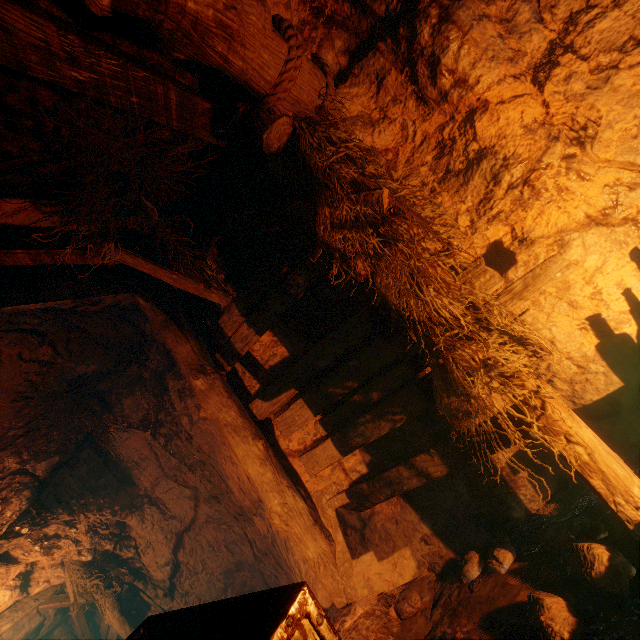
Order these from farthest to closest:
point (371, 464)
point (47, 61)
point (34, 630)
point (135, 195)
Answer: point (34, 630) < point (371, 464) < point (135, 195) < point (47, 61)

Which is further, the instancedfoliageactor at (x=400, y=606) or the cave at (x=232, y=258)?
the instancedfoliageactor at (x=400, y=606)

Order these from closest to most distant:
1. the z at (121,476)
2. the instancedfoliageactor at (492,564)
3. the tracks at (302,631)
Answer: the tracks at (302,631), the instancedfoliageactor at (492,564), the z at (121,476)

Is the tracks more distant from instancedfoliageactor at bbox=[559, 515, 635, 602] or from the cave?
instancedfoliageactor at bbox=[559, 515, 635, 602]

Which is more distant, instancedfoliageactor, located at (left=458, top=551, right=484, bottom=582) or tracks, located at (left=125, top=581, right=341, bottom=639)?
instancedfoliageactor, located at (left=458, top=551, right=484, bottom=582)

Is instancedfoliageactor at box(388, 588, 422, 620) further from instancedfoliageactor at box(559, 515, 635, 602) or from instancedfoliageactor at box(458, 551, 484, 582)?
instancedfoliageactor at box(559, 515, 635, 602)

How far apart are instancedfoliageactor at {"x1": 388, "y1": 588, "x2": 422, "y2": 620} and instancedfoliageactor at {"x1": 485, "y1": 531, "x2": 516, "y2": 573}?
0.4 meters
